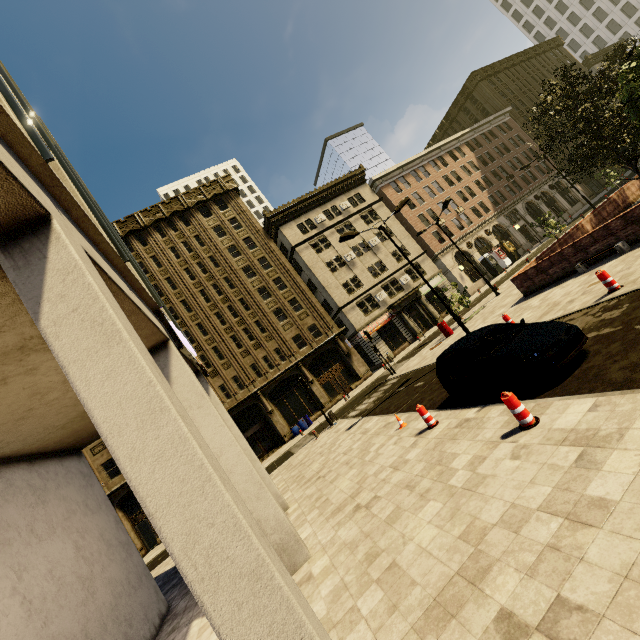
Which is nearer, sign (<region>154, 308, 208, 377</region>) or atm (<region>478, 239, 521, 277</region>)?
sign (<region>154, 308, 208, 377</region>)

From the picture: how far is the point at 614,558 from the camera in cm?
305

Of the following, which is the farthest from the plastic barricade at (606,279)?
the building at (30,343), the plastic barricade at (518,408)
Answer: the building at (30,343)

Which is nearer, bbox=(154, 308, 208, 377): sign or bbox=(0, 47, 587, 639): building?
bbox=(0, 47, 587, 639): building

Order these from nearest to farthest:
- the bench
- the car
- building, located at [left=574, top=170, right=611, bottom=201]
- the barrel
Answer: the car → the bench → the barrel → building, located at [left=574, top=170, right=611, bottom=201]

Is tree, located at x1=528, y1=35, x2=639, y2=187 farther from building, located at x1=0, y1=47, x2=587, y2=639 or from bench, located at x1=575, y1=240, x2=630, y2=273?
building, located at x1=0, y1=47, x2=587, y2=639

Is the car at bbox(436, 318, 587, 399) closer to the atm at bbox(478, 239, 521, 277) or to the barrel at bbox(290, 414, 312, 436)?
the barrel at bbox(290, 414, 312, 436)

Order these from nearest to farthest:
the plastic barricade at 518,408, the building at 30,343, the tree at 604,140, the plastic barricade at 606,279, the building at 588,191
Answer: the building at 30,343 → the plastic barricade at 518,408 → the plastic barricade at 606,279 → the tree at 604,140 → the building at 588,191
